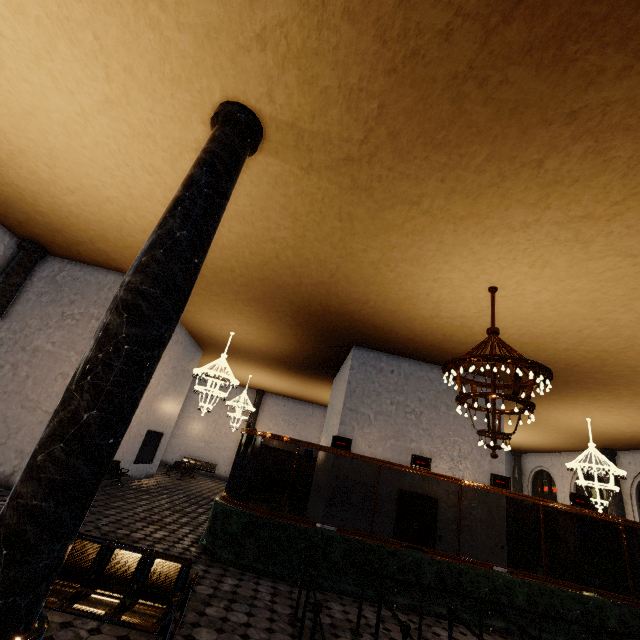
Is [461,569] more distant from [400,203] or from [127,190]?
[127,190]
